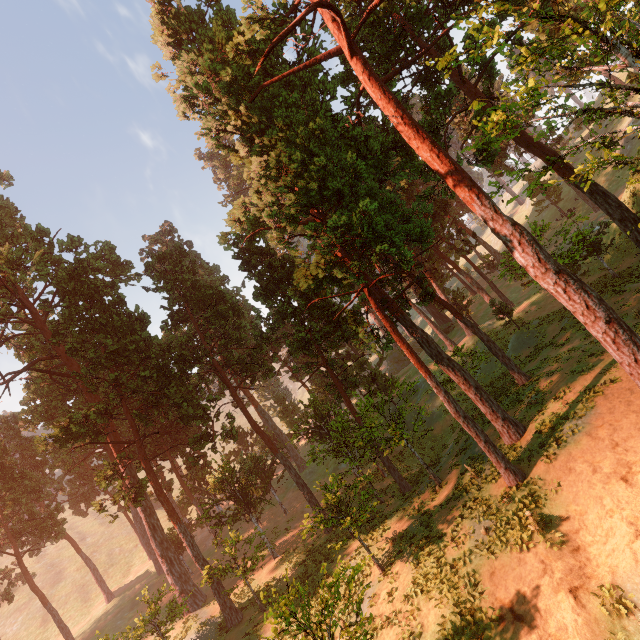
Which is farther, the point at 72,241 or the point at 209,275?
the point at 209,275
